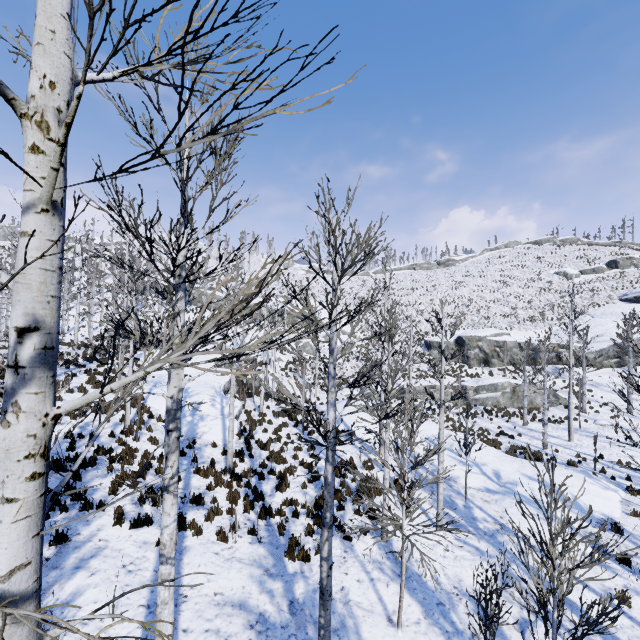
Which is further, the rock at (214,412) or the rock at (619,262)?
the rock at (619,262)

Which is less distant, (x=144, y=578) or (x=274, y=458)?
(x=144, y=578)

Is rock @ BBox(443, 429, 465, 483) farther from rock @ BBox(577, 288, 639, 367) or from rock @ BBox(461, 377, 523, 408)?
rock @ BBox(577, 288, 639, 367)

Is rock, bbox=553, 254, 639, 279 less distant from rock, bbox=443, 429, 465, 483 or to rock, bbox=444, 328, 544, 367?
rock, bbox=444, 328, 544, 367

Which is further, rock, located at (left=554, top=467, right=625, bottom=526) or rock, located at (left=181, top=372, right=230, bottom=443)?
rock, located at (left=181, top=372, right=230, bottom=443)

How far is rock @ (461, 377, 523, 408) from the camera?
29.1m

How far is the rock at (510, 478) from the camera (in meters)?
12.05

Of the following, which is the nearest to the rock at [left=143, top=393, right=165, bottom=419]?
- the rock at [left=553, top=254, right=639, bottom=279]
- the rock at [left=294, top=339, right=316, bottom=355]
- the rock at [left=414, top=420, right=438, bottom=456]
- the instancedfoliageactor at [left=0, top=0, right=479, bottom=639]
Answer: the instancedfoliageactor at [left=0, top=0, right=479, bottom=639]
